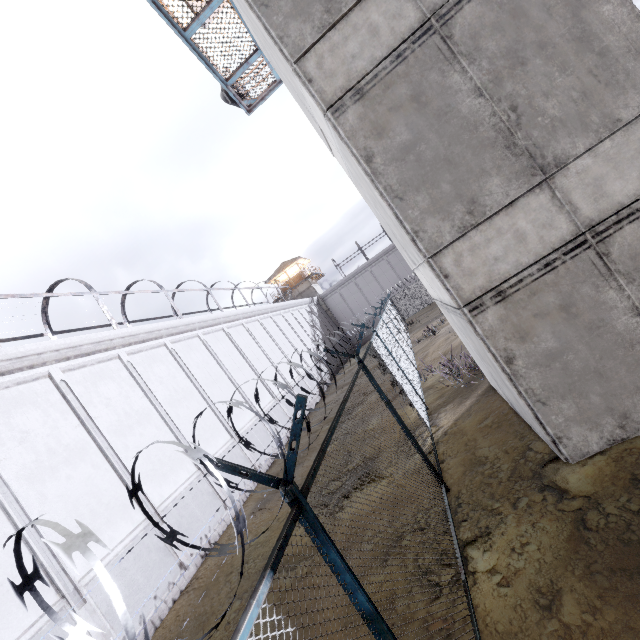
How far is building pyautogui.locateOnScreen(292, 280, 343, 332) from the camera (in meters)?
43.38

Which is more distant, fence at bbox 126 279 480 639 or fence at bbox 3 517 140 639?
fence at bbox 126 279 480 639

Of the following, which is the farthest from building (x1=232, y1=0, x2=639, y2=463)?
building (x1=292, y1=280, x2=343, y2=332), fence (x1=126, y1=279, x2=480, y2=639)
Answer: building (x1=292, y1=280, x2=343, y2=332)

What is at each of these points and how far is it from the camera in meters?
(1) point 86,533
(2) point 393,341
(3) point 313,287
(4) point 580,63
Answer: (1) fence, 0.9
(2) fence, 12.7
(3) building, 43.6
(4) building, 4.5

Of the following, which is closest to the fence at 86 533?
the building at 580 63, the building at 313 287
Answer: the building at 580 63

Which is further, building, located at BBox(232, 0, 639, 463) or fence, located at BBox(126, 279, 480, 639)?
building, located at BBox(232, 0, 639, 463)

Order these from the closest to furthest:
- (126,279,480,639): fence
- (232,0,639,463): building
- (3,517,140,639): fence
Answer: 1. (3,517,140,639): fence
2. (126,279,480,639): fence
3. (232,0,639,463): building

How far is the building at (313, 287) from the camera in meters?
43.4
